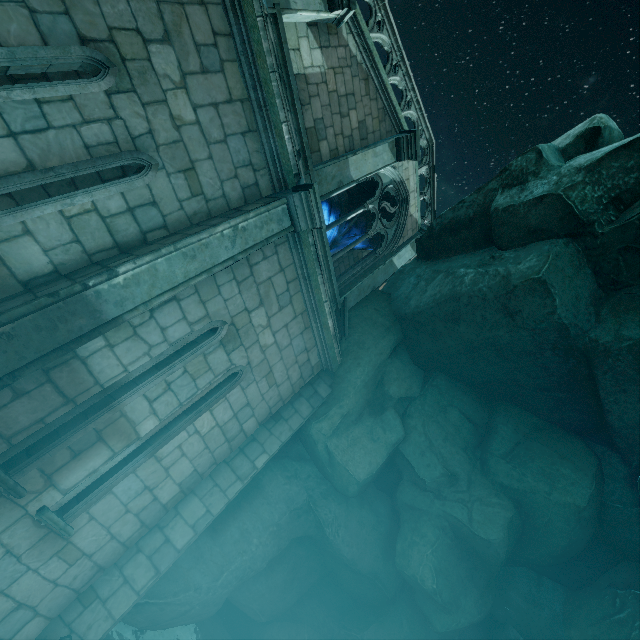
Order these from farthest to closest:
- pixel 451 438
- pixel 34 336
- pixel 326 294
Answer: pixel 326 294, pixel 451 438, pixel 34 336

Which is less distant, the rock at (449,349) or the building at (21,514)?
the building at (21,514)

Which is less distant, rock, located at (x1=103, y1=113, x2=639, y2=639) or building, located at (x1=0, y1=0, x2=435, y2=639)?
building, located at (x1=0, y1=0, x2=435, y2=639)
